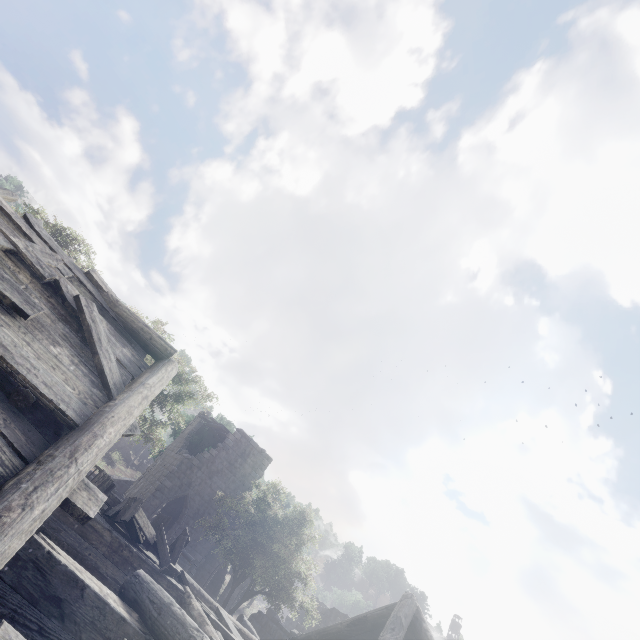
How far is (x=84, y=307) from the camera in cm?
525

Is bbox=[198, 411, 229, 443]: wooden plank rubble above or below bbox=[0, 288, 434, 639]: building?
above

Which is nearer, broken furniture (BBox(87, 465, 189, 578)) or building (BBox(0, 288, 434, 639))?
building (BBox(0, 288, 434, 639))

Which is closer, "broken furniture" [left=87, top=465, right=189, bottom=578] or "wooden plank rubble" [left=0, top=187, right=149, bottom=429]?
"wooden plank rubble" [left=0, top=187, right=149, bottom=429]

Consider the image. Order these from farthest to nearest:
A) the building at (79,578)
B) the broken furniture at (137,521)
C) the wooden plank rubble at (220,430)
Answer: the wooden plank rubble at (220,430) → the broken furniture at (137,521) → the building at (79,578)

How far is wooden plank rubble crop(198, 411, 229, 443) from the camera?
25.81m

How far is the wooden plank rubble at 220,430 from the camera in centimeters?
2581cm

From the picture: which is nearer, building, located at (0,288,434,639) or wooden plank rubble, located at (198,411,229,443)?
building, located at (0,288,434,639)
